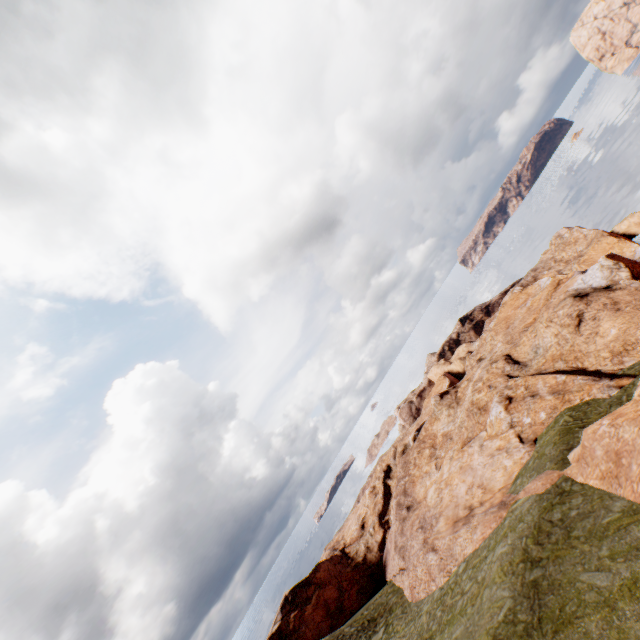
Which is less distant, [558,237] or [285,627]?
[285,627]
